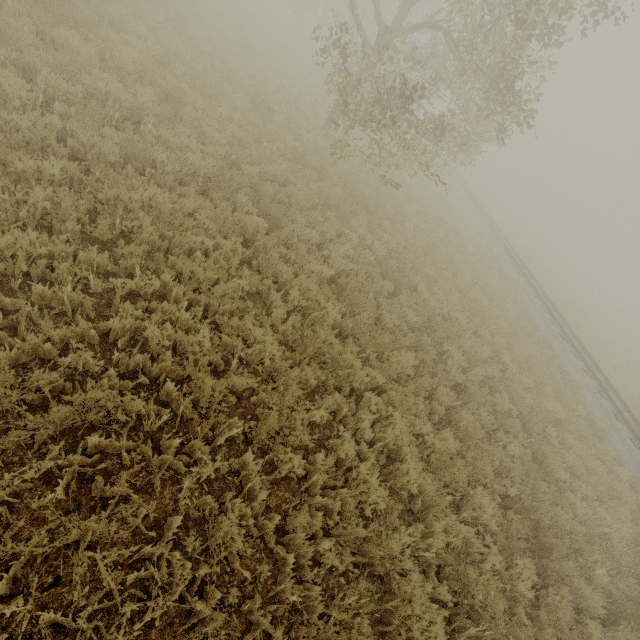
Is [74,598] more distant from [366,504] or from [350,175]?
[350,175]
